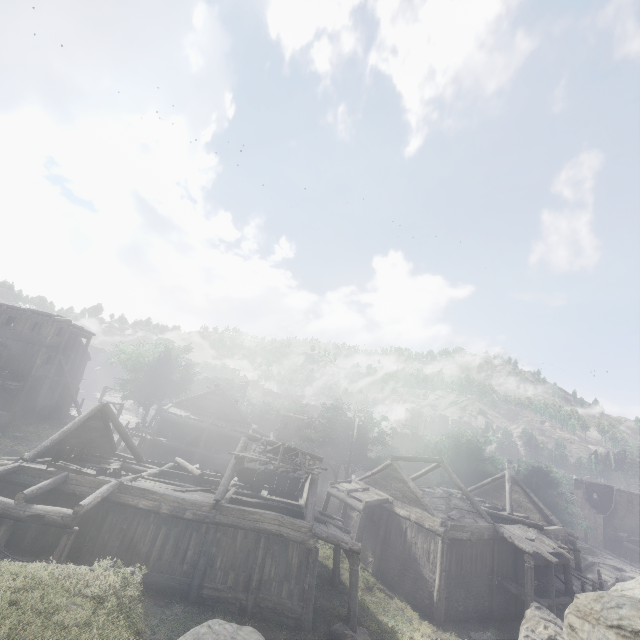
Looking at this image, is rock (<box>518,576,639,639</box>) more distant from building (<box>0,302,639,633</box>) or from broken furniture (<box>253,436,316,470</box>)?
broken furniture (<box>253,436,316,470</box>)

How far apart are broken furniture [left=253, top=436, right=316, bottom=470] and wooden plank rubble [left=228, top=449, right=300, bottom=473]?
0.0m

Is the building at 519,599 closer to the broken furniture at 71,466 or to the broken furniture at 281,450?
the broken furniture at 71,466

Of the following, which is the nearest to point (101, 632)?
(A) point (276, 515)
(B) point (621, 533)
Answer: (A) point (276, 515)

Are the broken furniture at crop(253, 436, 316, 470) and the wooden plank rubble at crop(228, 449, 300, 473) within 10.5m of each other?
yes

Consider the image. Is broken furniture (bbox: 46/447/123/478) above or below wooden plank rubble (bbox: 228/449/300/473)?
below

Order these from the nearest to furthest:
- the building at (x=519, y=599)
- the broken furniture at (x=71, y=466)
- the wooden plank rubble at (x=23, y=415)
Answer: the building at (x=519, y=599) < the broken furniture at (x=71, y=466) < the wooden plank rubble at (x=23, y=415)

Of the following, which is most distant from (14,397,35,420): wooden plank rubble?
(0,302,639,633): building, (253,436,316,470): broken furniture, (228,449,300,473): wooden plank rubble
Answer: (253,436,316,470): broken furniture
